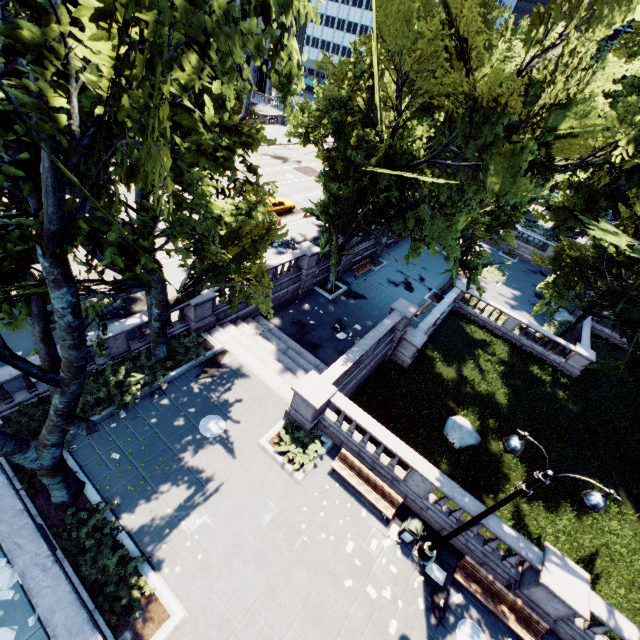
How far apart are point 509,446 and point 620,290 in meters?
15.7

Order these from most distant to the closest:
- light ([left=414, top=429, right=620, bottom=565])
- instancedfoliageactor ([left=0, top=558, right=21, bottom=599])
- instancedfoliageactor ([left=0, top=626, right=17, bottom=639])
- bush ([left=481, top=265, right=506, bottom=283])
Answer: bush ([left=481, top=265, right=506, bottom=283]), instancedfoliageactor ([left=0, top=558, right=21, bottom=599]), instancedfoliageactor ([left=0, top=626, right=17, bottom=639]), light ([left=414, top=429, right=620, bottom=565])

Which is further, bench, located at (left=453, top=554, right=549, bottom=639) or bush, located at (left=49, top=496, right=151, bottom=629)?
bench, located at (left=453, top=554, right=549, bottom=639)

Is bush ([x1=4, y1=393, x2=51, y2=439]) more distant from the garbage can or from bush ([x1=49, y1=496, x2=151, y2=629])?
the garbage can

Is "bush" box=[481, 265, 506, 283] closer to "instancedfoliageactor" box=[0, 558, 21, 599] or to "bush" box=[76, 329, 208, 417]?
"bush" box=[76, 329, 208, 417]

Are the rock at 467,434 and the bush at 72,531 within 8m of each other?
no

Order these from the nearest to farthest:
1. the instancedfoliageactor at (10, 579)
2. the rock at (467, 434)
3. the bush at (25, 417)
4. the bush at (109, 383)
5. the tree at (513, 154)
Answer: the tree at (513, 154), the instancedfoliageactor at (10, 579), the bush at (25, 417), the bush at (109, 383), the rock at (467, 434)

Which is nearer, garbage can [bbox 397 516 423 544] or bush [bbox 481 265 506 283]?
garbage can [bbox 397 516 423 544]
